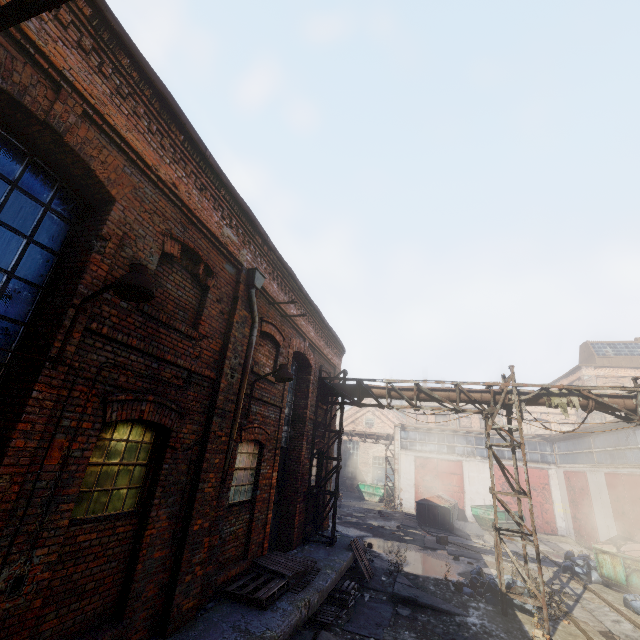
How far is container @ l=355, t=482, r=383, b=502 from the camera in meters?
30.0 m

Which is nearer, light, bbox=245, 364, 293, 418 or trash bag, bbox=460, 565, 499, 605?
light, bbox=245, 364, 293, 418

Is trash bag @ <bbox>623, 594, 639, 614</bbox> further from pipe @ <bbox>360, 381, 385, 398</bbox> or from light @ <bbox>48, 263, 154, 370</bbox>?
light @ <bbox>48, 263, 154, 370</bbox>

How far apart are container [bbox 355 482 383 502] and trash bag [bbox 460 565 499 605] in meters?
20.1

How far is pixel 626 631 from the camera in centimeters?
892cm

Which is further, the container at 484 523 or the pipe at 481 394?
the container at 484 523

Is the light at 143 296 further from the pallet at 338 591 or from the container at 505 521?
the container at 505 521

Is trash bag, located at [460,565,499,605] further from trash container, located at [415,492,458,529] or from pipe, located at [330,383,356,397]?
trash container, located at [415,492,458,529]
